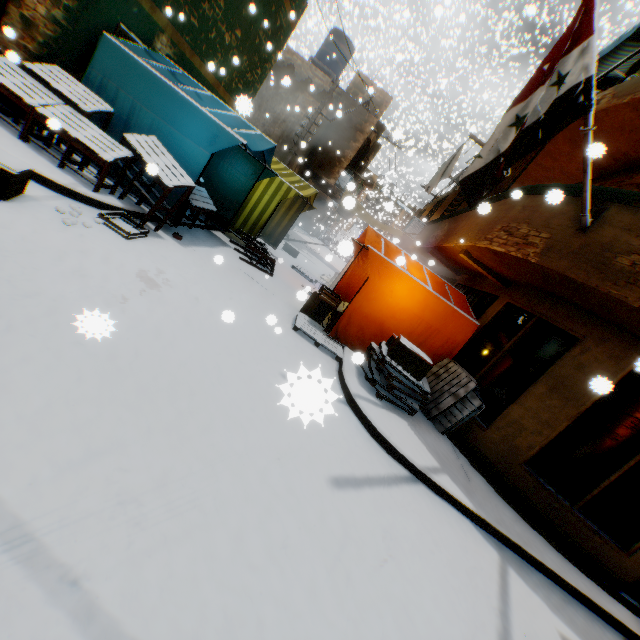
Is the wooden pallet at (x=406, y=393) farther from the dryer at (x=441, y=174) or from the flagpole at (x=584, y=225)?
the dryer at (x=441, y=174)

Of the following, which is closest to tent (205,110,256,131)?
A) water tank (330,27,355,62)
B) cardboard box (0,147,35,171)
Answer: cardboard box (0,147,35,171)

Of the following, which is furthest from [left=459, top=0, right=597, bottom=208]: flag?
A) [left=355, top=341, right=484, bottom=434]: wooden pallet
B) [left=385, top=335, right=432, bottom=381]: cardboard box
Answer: [left=355, top=341, right=484, bottom=434]: wooden pallet

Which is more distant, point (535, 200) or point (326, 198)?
point (326, 198)

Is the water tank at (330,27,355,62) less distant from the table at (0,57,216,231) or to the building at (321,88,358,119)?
the building at (321,88,358,119)

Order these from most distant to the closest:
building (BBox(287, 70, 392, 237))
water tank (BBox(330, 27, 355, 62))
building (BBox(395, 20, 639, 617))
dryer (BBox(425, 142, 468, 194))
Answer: water tank (BBox(330, 27, 355, 62)) → building (BBox(287, 70, 392, 237)) → dryer (BBox(425, 142, 468, 194)) → building (BBox(395, 20, 639, 617))

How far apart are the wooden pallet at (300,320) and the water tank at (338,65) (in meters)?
16.36

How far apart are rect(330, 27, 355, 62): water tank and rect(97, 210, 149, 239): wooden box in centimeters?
1676cm
